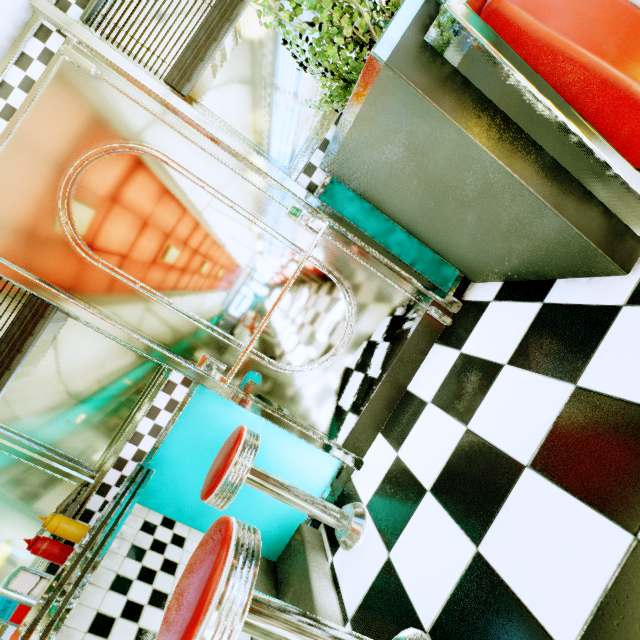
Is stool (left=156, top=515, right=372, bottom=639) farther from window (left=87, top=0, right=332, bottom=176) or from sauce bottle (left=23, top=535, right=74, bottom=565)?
window (left=87, top=0, right=332, bottom=176)

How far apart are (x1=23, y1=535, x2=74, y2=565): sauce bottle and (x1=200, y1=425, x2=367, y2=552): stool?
0.6m

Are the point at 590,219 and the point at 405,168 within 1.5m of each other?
yes

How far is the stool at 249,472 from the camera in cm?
141

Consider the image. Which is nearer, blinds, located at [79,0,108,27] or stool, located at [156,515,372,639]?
stool, located at [156,515,372,639]

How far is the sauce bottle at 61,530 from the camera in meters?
1.5

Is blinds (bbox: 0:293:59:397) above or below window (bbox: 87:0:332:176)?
above
